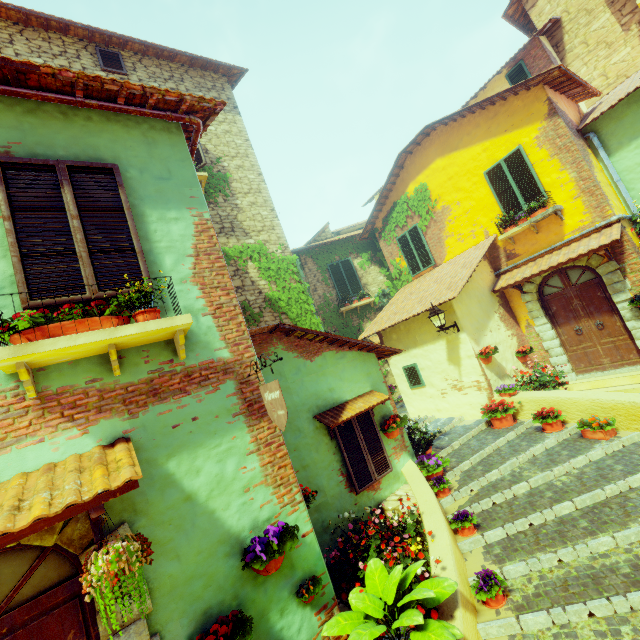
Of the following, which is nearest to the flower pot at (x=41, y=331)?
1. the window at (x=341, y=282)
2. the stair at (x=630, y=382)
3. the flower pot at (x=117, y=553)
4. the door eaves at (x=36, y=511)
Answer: the door eaves at (x=36, y=511)

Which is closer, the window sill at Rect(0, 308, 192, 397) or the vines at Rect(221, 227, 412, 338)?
the window sill at Rect(0, 308, 192, 397)

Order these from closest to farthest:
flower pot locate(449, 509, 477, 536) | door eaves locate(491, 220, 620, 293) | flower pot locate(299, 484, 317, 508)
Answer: flower pot locate(299, 484, 317, 508)
flower pot locate(449, 509, 477, 536)
door eaves locate(491, 220, 620, 293)

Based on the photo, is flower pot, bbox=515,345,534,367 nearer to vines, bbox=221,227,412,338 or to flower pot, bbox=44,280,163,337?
vines, bbox=221,227,412,338

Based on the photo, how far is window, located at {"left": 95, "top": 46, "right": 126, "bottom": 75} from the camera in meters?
8.2 m

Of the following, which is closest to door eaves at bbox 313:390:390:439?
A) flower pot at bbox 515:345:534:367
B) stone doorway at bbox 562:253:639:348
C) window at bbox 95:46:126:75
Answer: flower pot at bbox 515:345:534:367

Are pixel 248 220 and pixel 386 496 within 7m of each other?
no

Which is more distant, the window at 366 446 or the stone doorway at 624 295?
the stone doorway at 624 295
